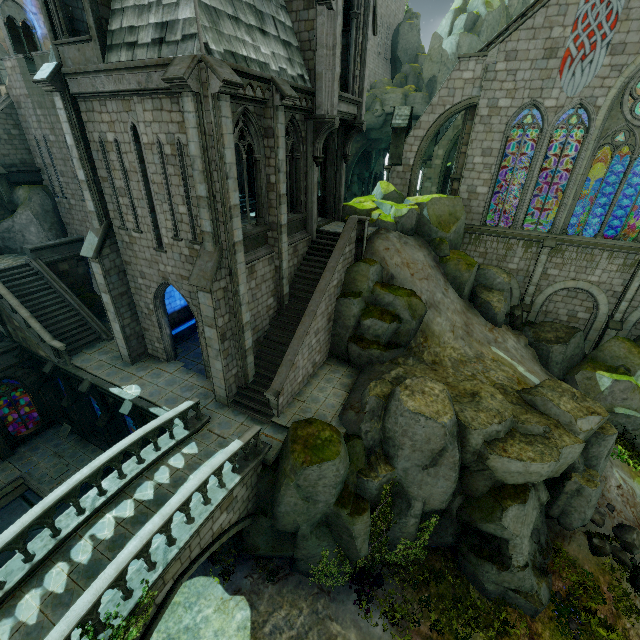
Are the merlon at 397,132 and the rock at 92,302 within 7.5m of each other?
no

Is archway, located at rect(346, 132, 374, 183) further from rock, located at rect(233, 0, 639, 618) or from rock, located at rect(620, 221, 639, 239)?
rock, located at rect(233, 0, 639, 618)

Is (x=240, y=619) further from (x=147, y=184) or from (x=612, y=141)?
(x=612, y=141)

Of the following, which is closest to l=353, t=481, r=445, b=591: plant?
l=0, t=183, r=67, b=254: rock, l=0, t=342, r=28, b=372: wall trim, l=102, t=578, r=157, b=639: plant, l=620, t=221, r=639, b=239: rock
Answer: l=102, t=578, r=157, b=639: plant

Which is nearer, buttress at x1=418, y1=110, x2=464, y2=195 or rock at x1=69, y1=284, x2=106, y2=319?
rock at x1=69, y1=284, x2=106, y2=319

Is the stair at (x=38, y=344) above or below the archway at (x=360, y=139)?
below

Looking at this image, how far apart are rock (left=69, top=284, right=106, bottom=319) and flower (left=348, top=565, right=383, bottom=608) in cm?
2123

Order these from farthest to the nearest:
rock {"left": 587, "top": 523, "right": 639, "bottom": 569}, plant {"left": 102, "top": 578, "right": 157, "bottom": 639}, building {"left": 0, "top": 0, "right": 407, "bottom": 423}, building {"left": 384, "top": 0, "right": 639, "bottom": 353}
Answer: building {"left": 384, "top": 0, "right": 639, "bottom": 353}, rock {"left": 587, "top": 523, "right": 639, "bottom": 569}, building {"left": 0, "top": 0, "right": 407, "bottom": 423}, plant {"left": 102, "top": 578, "right": 157, "bottom": 639}
